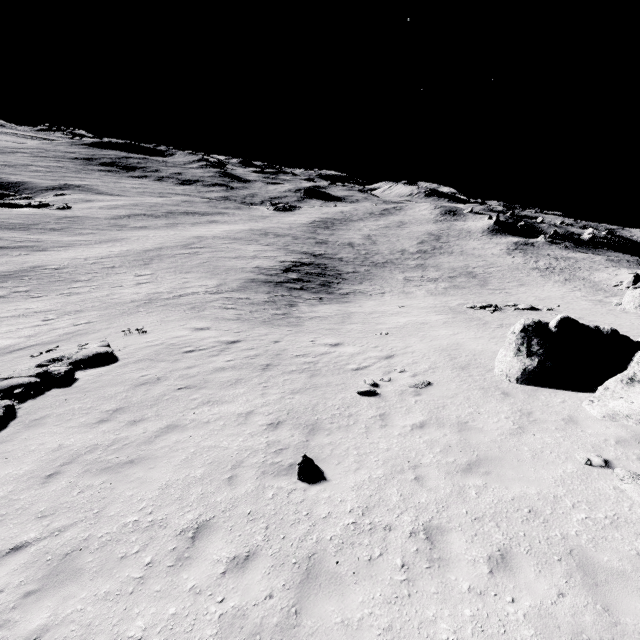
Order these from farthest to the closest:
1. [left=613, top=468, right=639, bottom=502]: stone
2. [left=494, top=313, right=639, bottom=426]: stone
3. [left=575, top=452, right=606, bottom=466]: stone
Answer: [left=494, top=313, right=639, bottom=426]: stone → [left=575, top=452, right=606, bottom=466]: stone → [left=613, top=468, right=639, bottom=502]: stone

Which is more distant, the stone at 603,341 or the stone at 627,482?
the stone at 603,341

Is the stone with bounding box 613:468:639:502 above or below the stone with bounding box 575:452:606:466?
above

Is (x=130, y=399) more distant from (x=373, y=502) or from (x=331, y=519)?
(x=373, y=502)

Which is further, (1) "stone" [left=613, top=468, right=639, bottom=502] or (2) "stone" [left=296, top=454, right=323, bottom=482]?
(2) "stone" [left=296, top=454, right=323, bottom=482]

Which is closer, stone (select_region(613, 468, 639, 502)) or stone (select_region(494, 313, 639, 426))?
stone (select_region(613, 468, 639, 502))

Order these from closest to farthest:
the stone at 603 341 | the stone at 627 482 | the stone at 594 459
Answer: the stone at 627 482
the stone at 594 459
the stone at 603 341

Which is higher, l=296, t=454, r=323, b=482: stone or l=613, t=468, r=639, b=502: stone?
l=613, t=468, r=639, b=502: stone
